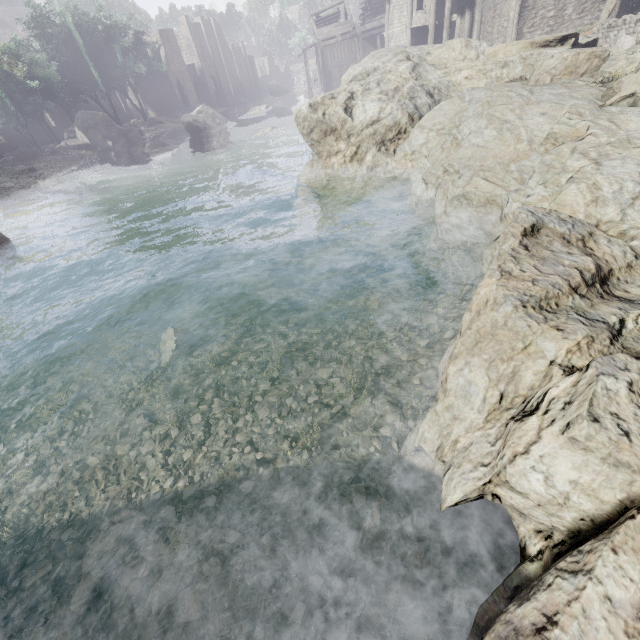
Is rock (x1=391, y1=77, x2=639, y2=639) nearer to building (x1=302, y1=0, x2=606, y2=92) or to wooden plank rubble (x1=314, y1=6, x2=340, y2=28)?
building (x1=302, y1=0, x2=606, y2=92)

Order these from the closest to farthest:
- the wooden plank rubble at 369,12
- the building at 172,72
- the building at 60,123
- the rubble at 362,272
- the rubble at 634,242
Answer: the rubble at 634,242
the rubble at 362,272
the wooden plank rubble at 369,12
the building at 60,123
the building at 172,72

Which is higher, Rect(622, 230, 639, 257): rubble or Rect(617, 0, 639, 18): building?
Rect(617, 0, 639, 18): building

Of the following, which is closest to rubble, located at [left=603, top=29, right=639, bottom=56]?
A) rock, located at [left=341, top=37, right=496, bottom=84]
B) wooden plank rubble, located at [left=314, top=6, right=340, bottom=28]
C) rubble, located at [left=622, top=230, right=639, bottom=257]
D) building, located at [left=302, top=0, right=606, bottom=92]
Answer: rock, located at [left=341, top=37, right=496, bottom=84]

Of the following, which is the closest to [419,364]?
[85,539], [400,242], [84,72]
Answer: [85,539]

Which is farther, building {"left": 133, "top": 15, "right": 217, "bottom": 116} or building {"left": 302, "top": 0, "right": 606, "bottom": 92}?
building {"left": 133, "top": 15, "right": 217, "bottom": 116}

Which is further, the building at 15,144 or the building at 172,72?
the building at 172,72

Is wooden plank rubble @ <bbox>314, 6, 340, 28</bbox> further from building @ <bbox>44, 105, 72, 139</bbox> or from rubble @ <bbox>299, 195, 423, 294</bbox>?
rubble @ <bbox>299, 195, 423, 294</bbox>
